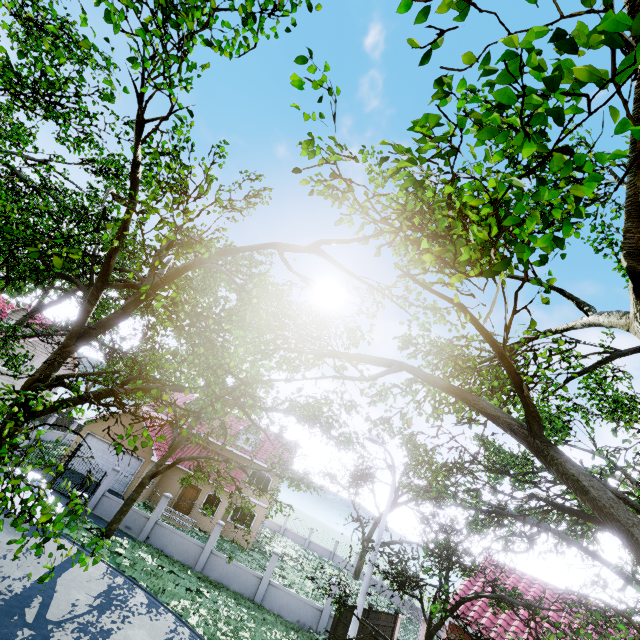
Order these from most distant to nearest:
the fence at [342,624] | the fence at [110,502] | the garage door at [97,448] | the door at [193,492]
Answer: the door at [193,492] < the garage door at [97,448] < the fence at [110,502] < the fence at [342,624]

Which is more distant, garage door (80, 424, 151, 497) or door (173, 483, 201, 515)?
door (173, 483, 201, 515)

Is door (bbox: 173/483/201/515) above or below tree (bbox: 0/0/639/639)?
below

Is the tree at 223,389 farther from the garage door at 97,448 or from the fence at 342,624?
the garage door at 97,448

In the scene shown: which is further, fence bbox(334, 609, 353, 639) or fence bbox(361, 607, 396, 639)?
fence bbox(334, 609, 353, 639)

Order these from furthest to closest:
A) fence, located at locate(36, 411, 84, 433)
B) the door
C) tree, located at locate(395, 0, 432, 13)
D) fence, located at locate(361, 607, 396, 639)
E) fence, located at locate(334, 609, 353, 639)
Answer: fence, located at locate(36, 411, 84, 433), the door, fence, located at locate(334, 609, 353, 639), fence, located at locate(361, 607, 396, 639), tree, located at locate(395, 0, 432, 13)

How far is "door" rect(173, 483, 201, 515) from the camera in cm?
2602

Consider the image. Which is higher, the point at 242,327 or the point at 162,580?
the point at 242,327
